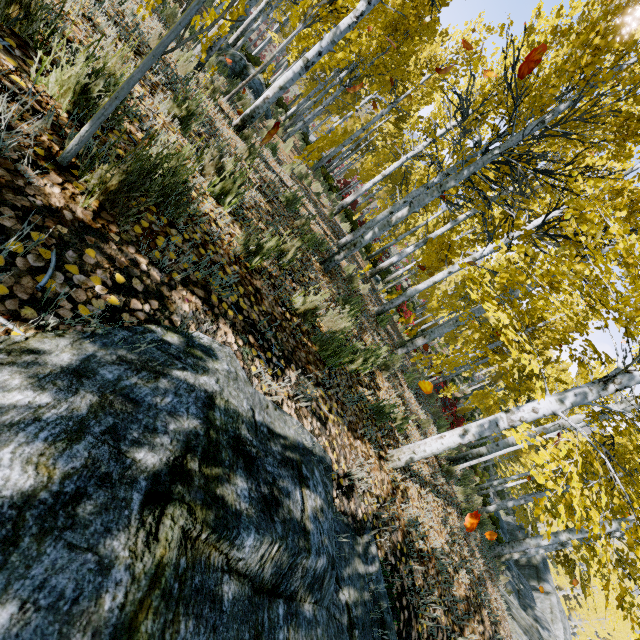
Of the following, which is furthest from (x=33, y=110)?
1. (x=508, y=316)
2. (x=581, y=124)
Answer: (x=581, y=124)

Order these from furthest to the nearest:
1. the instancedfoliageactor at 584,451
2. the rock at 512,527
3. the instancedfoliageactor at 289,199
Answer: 1. the rock at 512,527
2. the instancedfoliageactor at 289,199
3. the instancedfoliageactor at 584,451

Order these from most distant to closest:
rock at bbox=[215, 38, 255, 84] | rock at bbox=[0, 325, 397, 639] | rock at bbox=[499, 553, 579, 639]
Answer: rock at bbox=[215, 38, 255, 84], rock at bbox=[499, 553, 579, 639], rock at bbox=[0, 325, 397, 639]

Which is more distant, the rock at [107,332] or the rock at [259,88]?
the rock at [259,88]

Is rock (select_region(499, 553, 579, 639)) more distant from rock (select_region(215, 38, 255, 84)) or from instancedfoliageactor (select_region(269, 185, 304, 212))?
rock (select_region(215, 38, 255, 84))

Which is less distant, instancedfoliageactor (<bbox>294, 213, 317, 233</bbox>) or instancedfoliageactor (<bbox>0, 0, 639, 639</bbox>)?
instancedfoliageactor (<bbox>0, 0, 639, 639</bbox>)

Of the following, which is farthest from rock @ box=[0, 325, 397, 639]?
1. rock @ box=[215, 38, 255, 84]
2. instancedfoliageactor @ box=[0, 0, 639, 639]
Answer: rock @ box=[215, 38, 255, 84]
